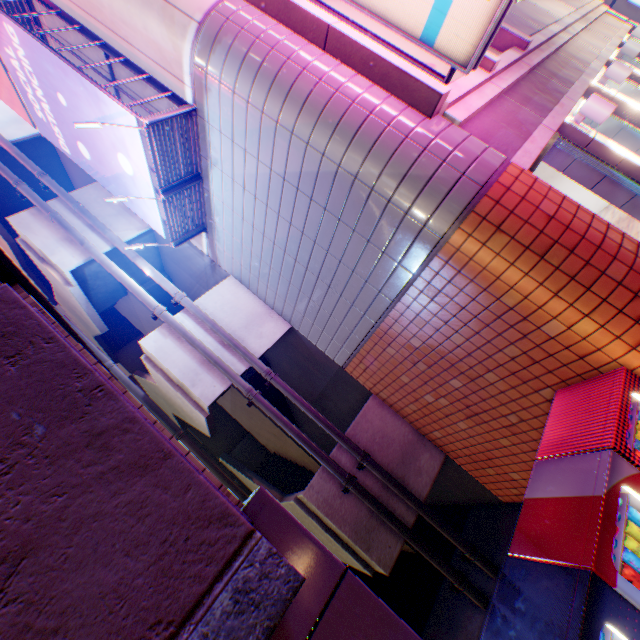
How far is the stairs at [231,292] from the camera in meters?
7.5 m

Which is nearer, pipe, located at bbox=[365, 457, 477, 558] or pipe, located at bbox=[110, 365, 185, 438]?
pipe, located at bbox=[365, 457, 477, 558]

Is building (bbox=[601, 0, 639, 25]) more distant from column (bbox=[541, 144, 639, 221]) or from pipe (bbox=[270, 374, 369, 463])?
pipe (bbox=[270, 374, 369, 463])

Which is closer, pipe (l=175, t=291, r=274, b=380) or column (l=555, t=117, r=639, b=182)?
column (l=555, t=117, r=639, b=182)

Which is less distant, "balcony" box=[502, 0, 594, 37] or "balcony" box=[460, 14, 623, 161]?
"balcony" box=[460, 14, 623, 161]

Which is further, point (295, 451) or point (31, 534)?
point (295, 451)

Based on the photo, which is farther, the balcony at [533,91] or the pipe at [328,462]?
the pipe at [328,462]

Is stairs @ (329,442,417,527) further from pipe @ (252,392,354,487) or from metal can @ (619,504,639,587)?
metal can @ (619,504,639,587)
